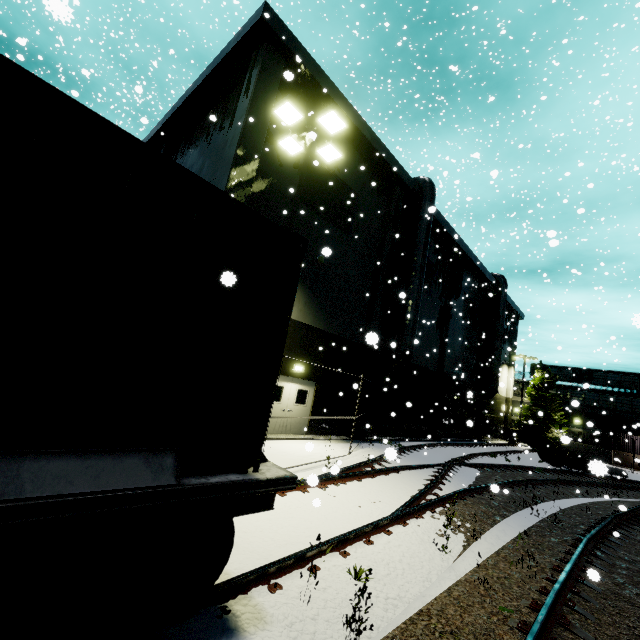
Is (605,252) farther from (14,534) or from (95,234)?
(14,534)

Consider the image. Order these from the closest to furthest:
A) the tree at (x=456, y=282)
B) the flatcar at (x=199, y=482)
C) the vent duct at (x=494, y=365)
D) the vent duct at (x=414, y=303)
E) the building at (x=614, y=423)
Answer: the flatcar at (x=199, y=482) → the vent duct at (x=414, y=303) → the tree at (x=456, y=282) → the vent duct at (x=494, y=365) → the building at (x=614, y=423)

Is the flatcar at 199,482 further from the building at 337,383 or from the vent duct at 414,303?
the building at 337,383

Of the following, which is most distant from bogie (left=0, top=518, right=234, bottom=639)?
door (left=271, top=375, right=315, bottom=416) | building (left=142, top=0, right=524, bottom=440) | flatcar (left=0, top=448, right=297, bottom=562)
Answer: door (left=271, top=375, right=315, bottom=416)

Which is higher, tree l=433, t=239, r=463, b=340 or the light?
tree l=433, t=239, r=463, b=340

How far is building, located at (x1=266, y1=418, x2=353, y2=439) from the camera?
13.7 meters

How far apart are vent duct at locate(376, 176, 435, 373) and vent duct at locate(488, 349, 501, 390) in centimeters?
1344cm

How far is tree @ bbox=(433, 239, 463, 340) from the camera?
24.64m
